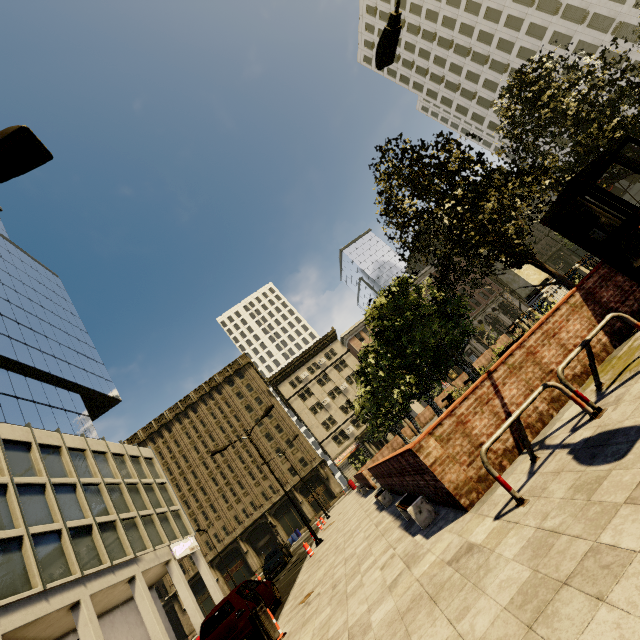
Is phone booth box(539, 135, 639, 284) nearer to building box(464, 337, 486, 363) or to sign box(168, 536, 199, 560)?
building box(464, 337, 486, 363)

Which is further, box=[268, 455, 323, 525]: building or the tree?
box=[268, 455, 323, 525]: building

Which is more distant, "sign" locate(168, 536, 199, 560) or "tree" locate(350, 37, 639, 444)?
"sign" locate(168, 536, 199, 560)

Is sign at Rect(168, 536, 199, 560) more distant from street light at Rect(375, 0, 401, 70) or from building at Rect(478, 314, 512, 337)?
street light at Rect(375, 0, 401, 70)

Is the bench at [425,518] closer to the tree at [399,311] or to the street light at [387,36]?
the tree at [399,311]

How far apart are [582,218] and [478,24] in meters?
70.8

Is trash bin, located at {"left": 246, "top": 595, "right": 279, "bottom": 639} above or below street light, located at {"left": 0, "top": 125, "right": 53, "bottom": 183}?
below

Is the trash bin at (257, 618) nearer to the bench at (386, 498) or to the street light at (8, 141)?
the bench at (386, 498)
